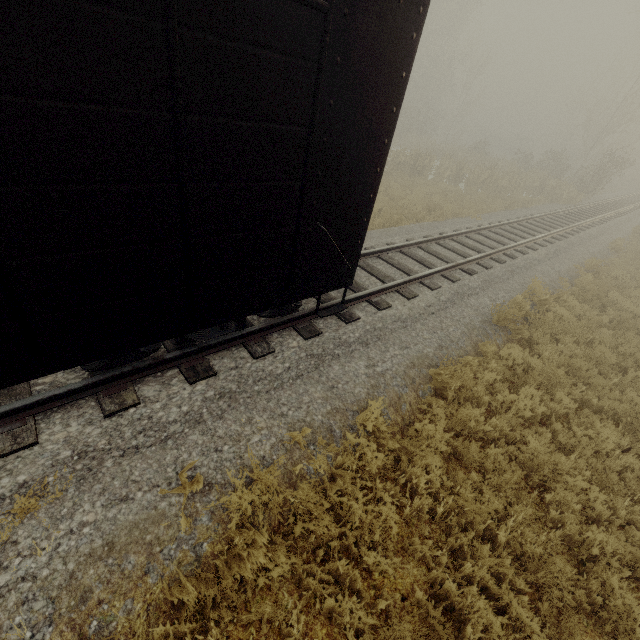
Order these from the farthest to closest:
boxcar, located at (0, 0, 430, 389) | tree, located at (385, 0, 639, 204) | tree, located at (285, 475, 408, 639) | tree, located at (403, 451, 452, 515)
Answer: tree, located at (385, 0, 639, 204), tree, located at (403, 451, 452, 515), tree, located at (285, 475, 408, 639), boxcar, located at (0, 0, 430, 389)

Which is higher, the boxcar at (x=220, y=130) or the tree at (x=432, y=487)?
the boxcar at (x=220, y=130)

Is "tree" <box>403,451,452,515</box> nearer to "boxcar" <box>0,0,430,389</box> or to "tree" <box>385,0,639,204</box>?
"boxcar" <box>0,0,430,389</box>

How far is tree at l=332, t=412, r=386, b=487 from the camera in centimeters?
420cm

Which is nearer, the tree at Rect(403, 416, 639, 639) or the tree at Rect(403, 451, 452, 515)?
the tree at Rect(403, 416, 639, 639)

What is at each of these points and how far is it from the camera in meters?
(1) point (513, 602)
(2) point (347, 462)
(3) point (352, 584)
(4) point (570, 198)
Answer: (1) tree, 3.4 m
(2) tree, 4.2 m
(3) tree, 3.5 m
(4) tree, 23.7 m

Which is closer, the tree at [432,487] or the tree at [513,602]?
the tree at [513,602]
